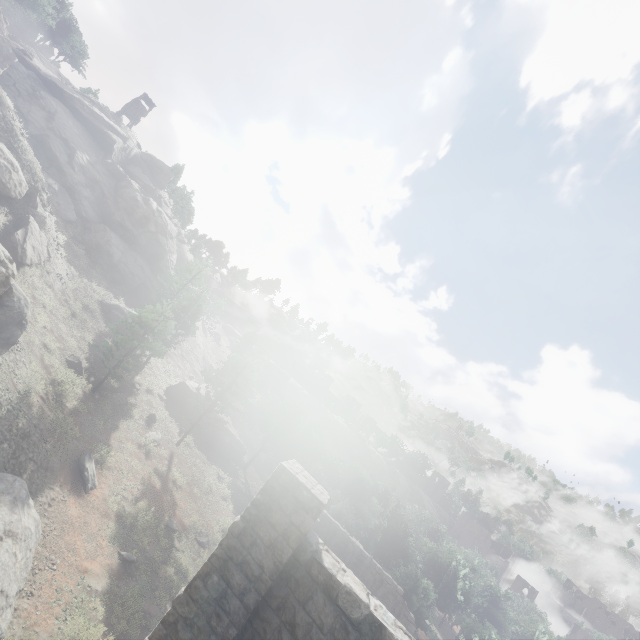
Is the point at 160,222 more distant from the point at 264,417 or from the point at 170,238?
the point at 264,417

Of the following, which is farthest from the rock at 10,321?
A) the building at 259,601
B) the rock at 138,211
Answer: the building at 259,601

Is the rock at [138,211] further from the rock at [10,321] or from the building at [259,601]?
the building at [259,601]

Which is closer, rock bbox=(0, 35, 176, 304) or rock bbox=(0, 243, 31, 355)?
rock bbox=(0, 243, 31, 355)

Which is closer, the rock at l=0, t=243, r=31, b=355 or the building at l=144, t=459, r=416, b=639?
the building at l=144, t=459, r=416, b=639

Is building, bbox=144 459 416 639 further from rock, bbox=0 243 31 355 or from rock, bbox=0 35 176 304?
rock, bbox=0 35 176 304
